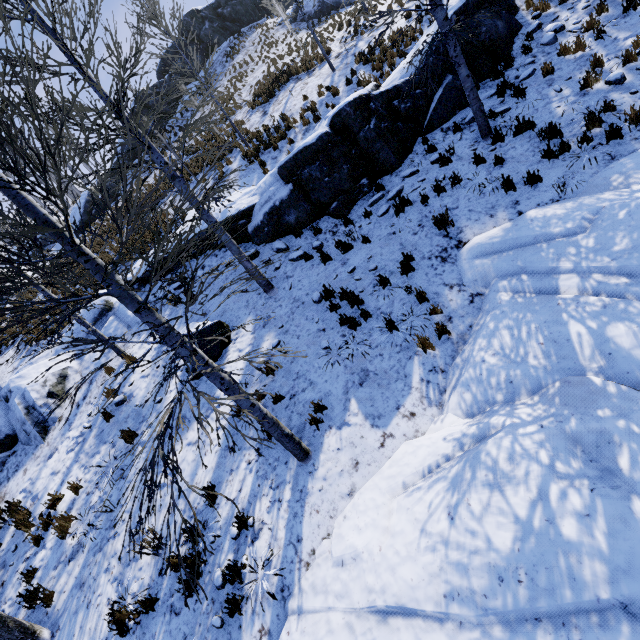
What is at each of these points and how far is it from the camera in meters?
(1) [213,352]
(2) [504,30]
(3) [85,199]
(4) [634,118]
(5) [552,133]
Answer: (1) rock, 7.8
(2) rock, 9.6
(3) rock, 23.0
(4) instancedfoliageactor, 6.1
(5) instancedfoliageactor, 7.1

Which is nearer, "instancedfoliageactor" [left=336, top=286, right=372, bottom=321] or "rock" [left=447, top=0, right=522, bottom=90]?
"instancedfoliageactor" [left=336, top=286, right=372, bottom=321]

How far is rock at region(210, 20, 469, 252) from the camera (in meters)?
8.57

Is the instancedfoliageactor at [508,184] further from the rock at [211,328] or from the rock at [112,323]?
the rock at [211,328]

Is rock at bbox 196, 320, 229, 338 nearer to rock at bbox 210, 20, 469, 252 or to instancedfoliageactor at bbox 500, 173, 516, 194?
rock at bbox 210, 20, 469, 252

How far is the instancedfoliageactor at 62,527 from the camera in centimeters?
662cm

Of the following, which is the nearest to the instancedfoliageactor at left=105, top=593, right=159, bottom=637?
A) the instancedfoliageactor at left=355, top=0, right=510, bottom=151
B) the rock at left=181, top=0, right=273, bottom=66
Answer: the instancedfoliageactor at left=355, top=0, right=510, bottom=151

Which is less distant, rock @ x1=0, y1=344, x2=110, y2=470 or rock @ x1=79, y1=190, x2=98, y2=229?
rock @ x1=0, y1=344, x2=110, y2=470
